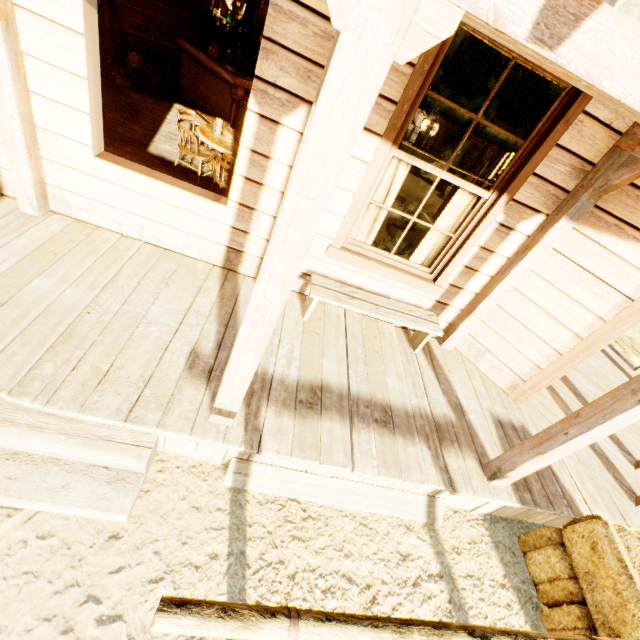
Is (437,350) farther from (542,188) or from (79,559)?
(79,559)

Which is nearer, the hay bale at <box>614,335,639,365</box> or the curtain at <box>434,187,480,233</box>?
the curtain at <box>434,187,480,233</box>

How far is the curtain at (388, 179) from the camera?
3.2m

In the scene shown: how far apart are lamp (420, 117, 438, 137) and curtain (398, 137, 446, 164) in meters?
5.2 m

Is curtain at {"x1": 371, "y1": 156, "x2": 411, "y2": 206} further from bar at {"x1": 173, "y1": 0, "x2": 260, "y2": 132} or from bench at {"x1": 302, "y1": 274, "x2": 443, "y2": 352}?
bar at {"x1": 173, "y1": 0, "x2": 260, "y2": 132}

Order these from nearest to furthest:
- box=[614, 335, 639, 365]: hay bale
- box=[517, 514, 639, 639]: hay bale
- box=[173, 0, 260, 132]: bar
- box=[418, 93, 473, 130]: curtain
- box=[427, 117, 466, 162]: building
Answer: box=[517, 514, 639, 639]: hay bale
box=[418, 93, 473, 130]: curtain
box=[173, 0, 260, 132]: bar
box=[614, 335, 639, 365]: hay bale
box=[427, 117, 466, 162]: building

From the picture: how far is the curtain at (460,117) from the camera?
2.9 meters
